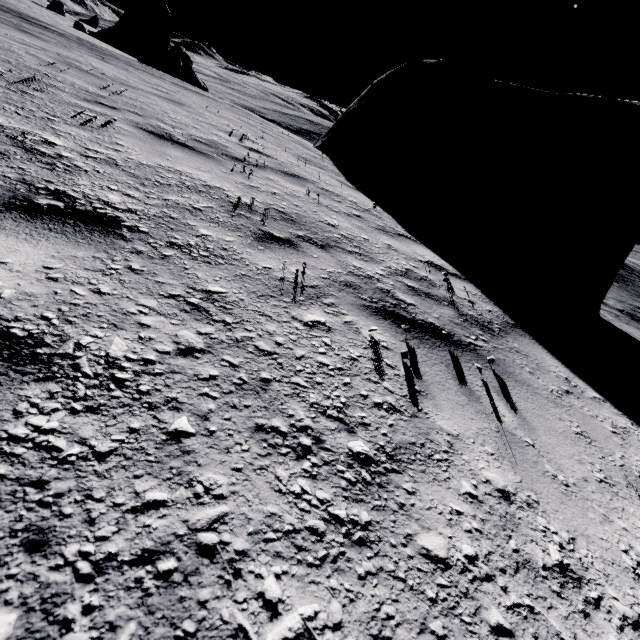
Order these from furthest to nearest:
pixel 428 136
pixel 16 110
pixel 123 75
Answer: Answer:
pixel 428 136
pixel 123 75
pixel 16 110

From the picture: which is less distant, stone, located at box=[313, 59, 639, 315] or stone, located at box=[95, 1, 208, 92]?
stone, located at box=[313, 59, 639, 315]

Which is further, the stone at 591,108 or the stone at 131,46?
the stone at 131,46
